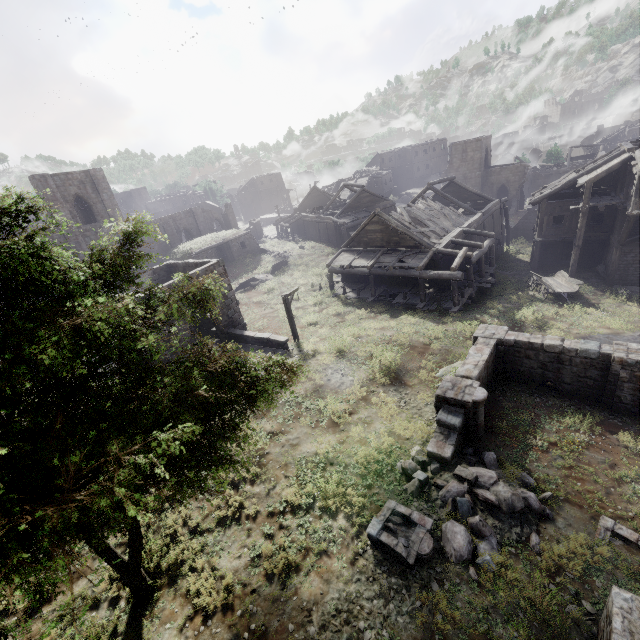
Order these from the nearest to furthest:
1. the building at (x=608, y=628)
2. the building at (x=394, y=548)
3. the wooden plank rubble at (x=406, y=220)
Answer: the building at (x=608, y=628) < the building at (x=394, y=548) < the wooden plank rubble at (x=406, y=220)

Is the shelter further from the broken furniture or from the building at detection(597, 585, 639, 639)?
the broken furniture

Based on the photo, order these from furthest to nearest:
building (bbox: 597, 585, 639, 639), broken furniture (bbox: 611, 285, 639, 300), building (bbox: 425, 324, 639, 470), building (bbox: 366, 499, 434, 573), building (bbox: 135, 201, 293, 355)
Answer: broken furniture (bbox: 611, 285, 639, 300), building (bbox: 135, 201, 293, 355), building (bbox: 425, 324, 639, 470), building (bbox: 366, 499, 434, 573), building (bbox: 597, 585, 639, 639)

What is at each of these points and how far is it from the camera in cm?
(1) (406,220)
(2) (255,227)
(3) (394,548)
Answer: (1) wooden plank rubble, 2570
(2) building, 5041
(3) building, 842

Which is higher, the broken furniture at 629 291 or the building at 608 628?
the building at 608 628

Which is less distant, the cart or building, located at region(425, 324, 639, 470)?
building, located at region(425, 324, 639, 470)

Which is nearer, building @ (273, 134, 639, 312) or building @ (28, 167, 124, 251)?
building @ (273, 134, 639, 312)

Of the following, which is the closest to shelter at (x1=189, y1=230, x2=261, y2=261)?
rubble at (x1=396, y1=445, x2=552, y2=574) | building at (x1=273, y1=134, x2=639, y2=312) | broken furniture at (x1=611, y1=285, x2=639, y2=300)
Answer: building at (x1=273, y1=134, x2=639, y2=312)
